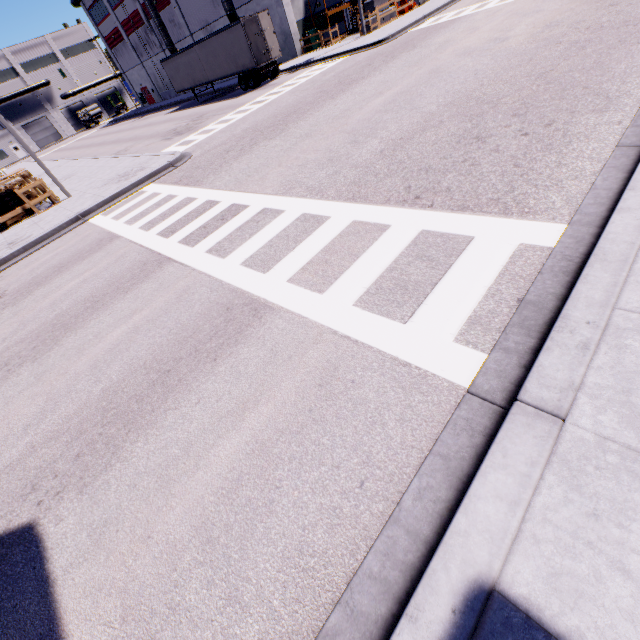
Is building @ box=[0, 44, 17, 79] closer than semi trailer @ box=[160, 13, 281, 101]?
No

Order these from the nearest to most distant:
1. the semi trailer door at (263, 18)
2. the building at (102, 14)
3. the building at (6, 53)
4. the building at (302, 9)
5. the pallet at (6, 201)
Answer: the pallet at (6, 201)
the semi trailer door at (263, 18)
the building at (302, 9)
the building at (102, 14)
the building at (6, 53)

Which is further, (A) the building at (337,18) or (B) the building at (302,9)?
(A) the building at (337,18)

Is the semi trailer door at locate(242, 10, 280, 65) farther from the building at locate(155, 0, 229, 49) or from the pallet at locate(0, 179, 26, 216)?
the pallet at locate(0, 179, 26, 216)

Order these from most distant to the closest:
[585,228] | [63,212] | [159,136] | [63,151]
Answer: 1. [63,151]
2. [159,136]
3. [63,212]
4. [585,228]

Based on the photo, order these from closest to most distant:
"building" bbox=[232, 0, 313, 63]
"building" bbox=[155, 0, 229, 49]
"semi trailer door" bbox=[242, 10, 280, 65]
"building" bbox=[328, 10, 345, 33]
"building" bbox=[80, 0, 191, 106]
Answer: "semi trailer door" bbox=[242, 10, 280, 65], "building" bbox=[232, 0, 313, 63], "building" bbox=[328, 10, 345, 33], "building" bbox=[155, 0, 229, 49], "building" bbox=[80, 0, 191, 106]

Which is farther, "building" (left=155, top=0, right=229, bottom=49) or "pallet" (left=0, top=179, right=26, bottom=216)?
"building" (left=155, top=0, right=229, bottom=49)

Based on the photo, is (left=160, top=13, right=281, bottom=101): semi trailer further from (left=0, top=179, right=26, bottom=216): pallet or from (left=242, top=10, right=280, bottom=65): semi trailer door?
(left=0, top=179, right=26, bottom=216): pallet
